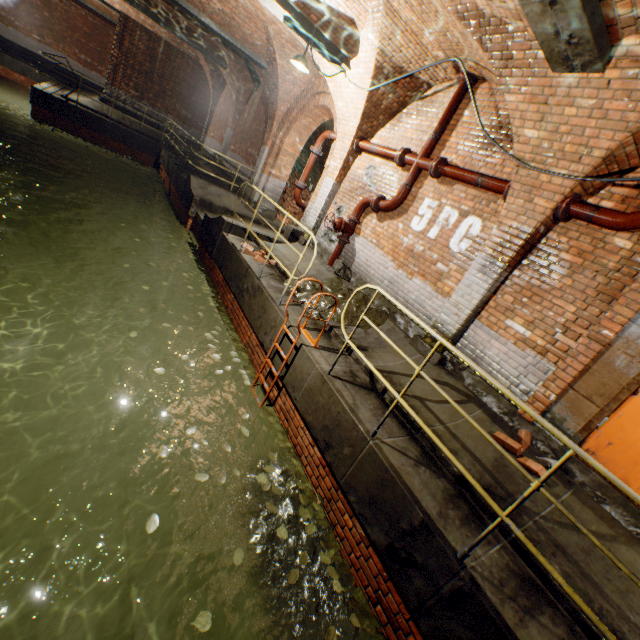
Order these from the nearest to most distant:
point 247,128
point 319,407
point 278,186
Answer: point 319,407 < point 278,186 < point 247,128

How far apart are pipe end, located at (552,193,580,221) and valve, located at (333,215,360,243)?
3.9m

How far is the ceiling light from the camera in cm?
639

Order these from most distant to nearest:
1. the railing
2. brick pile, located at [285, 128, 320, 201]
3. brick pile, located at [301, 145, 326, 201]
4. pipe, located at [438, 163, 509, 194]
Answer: brick pile, located at [301, 145, 326, 201] < brick pile, located at [285, 128, 320, 201] < pipe, located at [438, 163, 509, 194] < the railing

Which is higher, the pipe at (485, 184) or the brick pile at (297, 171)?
the pipe at (485, 184)

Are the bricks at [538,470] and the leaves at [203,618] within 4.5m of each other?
yes

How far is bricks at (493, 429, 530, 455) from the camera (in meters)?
3.91

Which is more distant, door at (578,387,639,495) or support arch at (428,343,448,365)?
support arch at (428,343,448,365)
